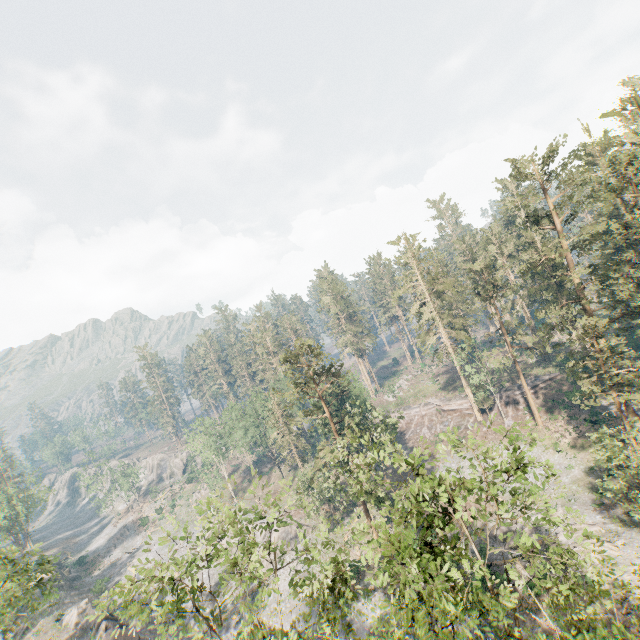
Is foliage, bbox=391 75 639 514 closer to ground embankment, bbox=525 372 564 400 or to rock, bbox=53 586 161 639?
ground embankment, bbox=525 372 564 400

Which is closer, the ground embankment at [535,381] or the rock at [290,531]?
the rock at [290,531]

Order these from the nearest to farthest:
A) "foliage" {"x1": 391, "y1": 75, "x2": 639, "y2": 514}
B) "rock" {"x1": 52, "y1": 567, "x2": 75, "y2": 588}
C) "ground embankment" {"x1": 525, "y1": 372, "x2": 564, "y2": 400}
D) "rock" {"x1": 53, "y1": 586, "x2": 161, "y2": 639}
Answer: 1. "foliage" {"x1": 391, "y1": 75, "x2": 639, "y2": 514}
2. "rock" {"x1": 53, "y1": 586, "x2": 161, "y2": 639}
3. "ground embankment" {"x1": 525, "y1": 372, "x2": 564, "y2": 400}
4. "rock" {"x1": 52, "y1": 567, "x2": 75, "y2": 588}

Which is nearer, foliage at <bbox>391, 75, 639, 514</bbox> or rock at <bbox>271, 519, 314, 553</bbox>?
foliage at <bbox>391, 75, 639, 514</bbox>

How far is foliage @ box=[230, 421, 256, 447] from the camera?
56.9m

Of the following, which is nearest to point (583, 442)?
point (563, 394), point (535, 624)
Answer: point (563, 394)

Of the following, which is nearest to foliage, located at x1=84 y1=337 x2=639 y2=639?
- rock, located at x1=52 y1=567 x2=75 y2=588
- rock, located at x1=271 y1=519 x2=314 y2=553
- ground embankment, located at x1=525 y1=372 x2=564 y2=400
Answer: ground embankment, located at x1=525 y1=372 x2=564 y2=400
